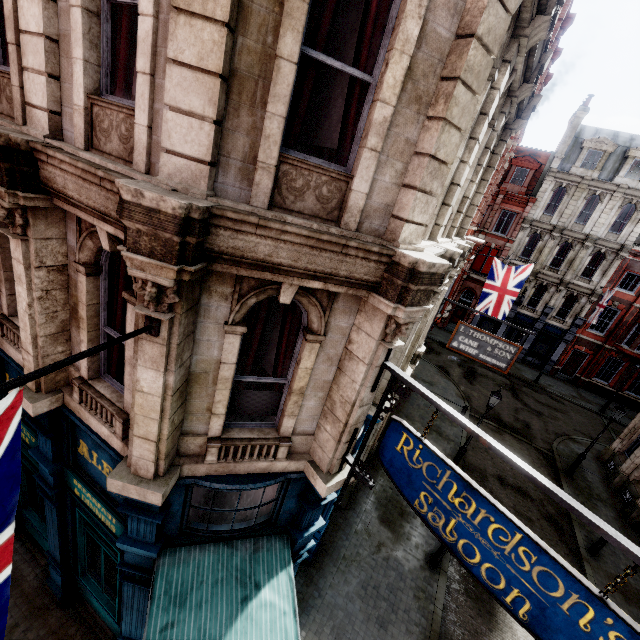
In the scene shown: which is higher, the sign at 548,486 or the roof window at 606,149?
the roof window at 606,149

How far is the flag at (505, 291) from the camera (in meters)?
16.25

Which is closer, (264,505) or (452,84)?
(452,84)

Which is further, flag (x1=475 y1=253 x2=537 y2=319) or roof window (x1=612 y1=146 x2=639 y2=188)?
roof window (x1=612 y1=146 x2=639 y2=188)

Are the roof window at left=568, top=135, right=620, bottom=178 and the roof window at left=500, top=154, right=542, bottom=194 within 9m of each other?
yes

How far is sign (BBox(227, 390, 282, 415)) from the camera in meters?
4.9

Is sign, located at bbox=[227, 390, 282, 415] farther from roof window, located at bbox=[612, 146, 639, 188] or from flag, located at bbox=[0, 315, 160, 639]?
Result: roof window, located at bbox=[612, 146, 639, 188]

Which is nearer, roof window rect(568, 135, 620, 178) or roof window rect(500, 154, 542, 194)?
roof window rect(568, 135, 620, 178)
